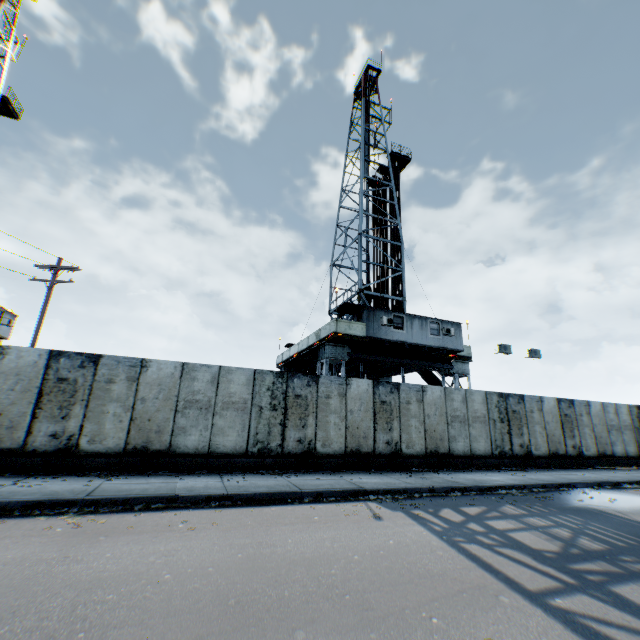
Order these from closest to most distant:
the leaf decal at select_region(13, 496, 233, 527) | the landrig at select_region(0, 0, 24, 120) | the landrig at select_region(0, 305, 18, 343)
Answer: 1. the leaf decal at select_region(13, 496, 233, 527)
2. the landrig at select_region(0, 305, 18, 343)
3. the landrig at select_region(0, 0, 24, 120)

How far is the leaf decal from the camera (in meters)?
6.13

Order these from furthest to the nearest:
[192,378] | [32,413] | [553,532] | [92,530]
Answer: [192,378]
[32,413]
[553,532]
[92,530]

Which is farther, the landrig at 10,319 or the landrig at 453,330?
the landrig at 10,319

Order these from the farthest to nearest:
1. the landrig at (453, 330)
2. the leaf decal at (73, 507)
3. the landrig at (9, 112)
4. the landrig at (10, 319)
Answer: the landrig at (9, 112)
the landrig at (10, 319)
the landrig at (453, 330)
the leaf decal at (73, 507)

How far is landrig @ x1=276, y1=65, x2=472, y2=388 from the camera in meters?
18.4 m

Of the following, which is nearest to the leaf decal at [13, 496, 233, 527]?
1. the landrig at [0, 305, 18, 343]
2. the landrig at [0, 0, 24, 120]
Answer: the landrig at [0, 305, 18, 343]

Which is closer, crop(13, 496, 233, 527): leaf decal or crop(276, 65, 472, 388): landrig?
crop(13, 496, 233, 527): leaf decal
